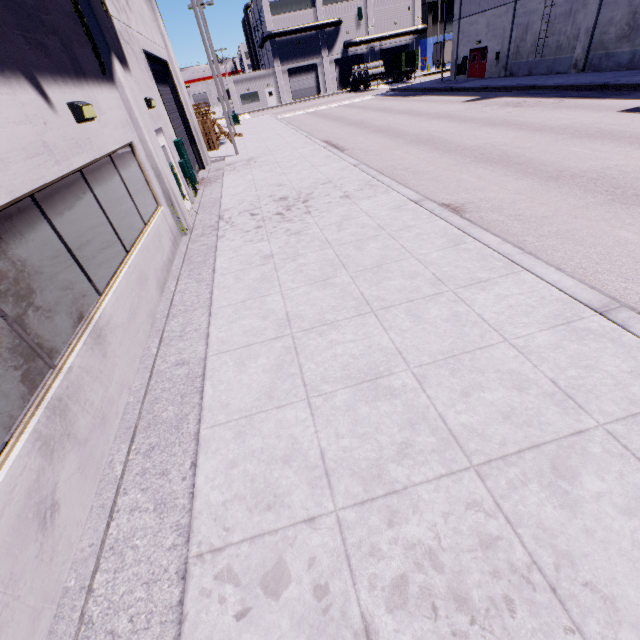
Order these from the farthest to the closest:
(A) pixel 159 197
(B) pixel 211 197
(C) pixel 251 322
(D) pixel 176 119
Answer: (D) pixel 176 119 < (B) pixel 211 197 < (A) pixel 159 197 < (C) pixel 251 322

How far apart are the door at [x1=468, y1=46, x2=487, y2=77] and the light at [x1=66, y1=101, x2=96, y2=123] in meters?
38.2

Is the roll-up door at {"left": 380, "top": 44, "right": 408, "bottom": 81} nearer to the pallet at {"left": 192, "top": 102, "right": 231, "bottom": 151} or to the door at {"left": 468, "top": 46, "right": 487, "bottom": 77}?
the pallet at {"left": 192, "top": 102, "right": 231, "bottom": 151}

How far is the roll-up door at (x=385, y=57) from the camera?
→ 53.8 meters

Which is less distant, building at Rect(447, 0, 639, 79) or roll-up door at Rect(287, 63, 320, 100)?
building at Rect(447, 0, 639, 79)

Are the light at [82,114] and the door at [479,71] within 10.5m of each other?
no

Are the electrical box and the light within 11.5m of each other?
yes

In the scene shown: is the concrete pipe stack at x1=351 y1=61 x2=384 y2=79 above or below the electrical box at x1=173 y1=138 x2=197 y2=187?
above
